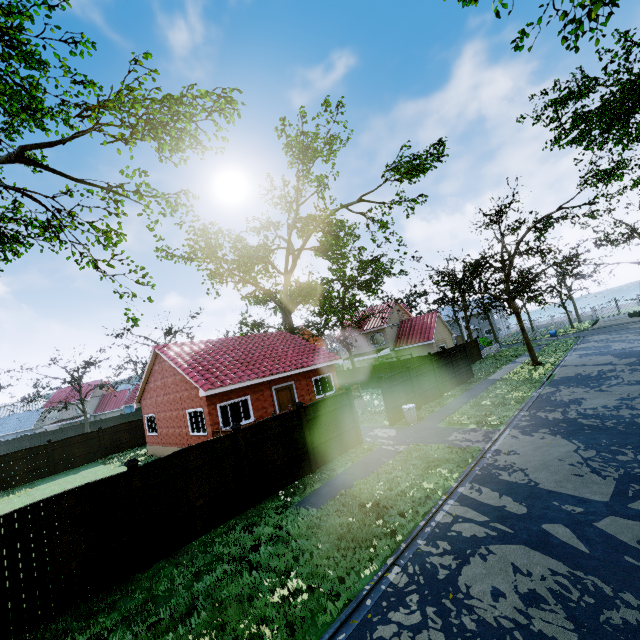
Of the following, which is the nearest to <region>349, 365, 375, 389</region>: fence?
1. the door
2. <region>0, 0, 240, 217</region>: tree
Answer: <region>0, 0, 240, 217</region>: tree

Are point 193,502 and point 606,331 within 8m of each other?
no

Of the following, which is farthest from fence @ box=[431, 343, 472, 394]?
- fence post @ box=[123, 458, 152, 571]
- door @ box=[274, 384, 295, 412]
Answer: door @ box=[274, 384, 295, 412]

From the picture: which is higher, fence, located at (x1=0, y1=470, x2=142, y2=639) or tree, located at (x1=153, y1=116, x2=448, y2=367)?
tree, located at (x1=153, y1=116, x2=448, y2=367)

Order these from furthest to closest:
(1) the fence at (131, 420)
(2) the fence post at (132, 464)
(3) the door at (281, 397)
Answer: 1. (1) the fence at (131, 420)
2. (3) the door at (281, 397)
3. (2) the fence post at (132, 464)

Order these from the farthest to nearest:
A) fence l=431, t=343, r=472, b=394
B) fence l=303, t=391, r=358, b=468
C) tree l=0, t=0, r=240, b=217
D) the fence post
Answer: fence l=431, t=343, r=472, b=394 → tree l=0, t=0, r=240, b=217 → fence l=303, t=391, r=358, b=468 → the fence post

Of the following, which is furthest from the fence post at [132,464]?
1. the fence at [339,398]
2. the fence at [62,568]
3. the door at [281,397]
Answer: the door at [281,397]

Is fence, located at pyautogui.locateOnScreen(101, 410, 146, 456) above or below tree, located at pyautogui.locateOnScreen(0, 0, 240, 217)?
below
